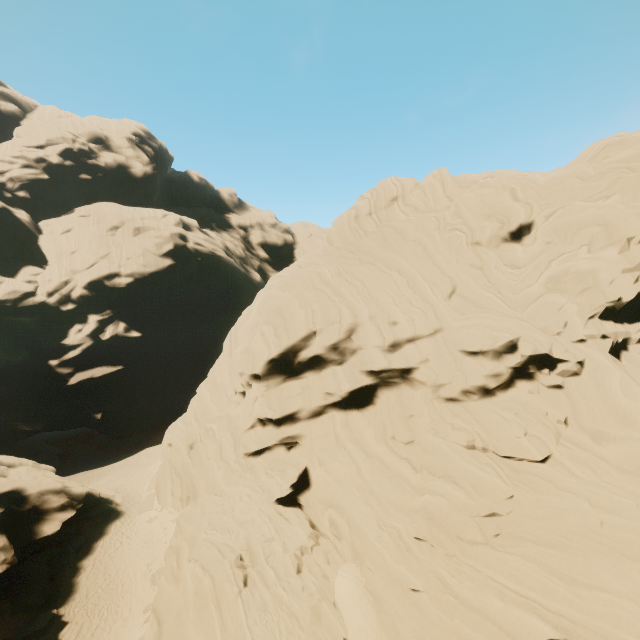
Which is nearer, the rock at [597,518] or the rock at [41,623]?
the rock at [597,518]

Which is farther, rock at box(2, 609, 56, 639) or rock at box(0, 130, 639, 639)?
rock at box(2, 609, 56, 639)

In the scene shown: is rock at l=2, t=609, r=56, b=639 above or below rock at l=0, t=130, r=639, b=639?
below

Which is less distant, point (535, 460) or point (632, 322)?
point (535, 460)

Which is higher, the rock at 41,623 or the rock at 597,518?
the rock at 597,518
